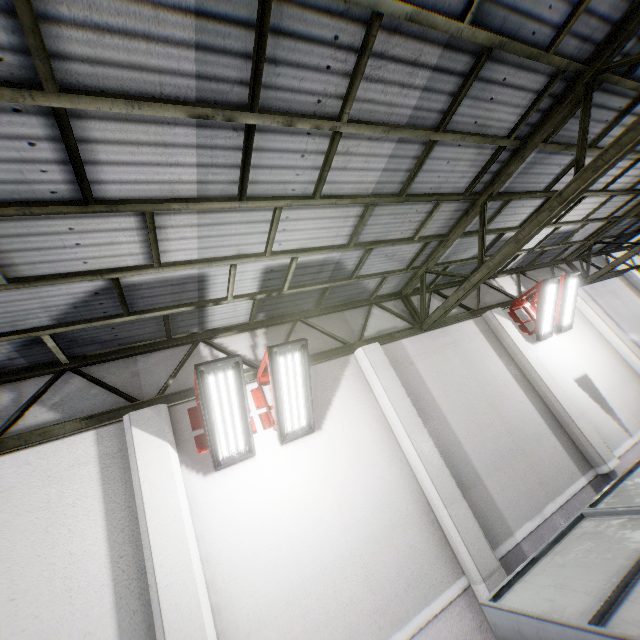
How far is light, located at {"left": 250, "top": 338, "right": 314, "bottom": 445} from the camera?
4.7 meters

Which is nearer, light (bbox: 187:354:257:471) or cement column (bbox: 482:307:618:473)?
light (bbox: 187:354:257:471)

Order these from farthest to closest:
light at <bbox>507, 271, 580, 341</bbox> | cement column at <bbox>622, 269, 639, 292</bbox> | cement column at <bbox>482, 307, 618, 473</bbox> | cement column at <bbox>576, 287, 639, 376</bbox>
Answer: cement column at <bbox>622, 269, 639, 292</bbox>, cement column at <bbox>576, 287, 639, 376</bbox>, light at <bbox>507, 271, 580, 341</bbox>, cement column at <bbox>482, 307, 618, 473</bbox>

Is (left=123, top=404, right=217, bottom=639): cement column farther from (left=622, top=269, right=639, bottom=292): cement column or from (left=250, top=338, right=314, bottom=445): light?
(left=622, top=269, right=639, bottom=292): cement column

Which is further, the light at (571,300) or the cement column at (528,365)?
the light at (571,300)

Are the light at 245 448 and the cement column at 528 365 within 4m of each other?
no

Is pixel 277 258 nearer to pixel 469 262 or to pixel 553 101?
pixel 553 101

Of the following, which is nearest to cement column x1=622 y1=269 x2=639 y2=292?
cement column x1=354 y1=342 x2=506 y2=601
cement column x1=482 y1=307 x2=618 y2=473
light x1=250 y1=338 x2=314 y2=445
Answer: cement column x1=482 y1=307 x2=618 y2=473
